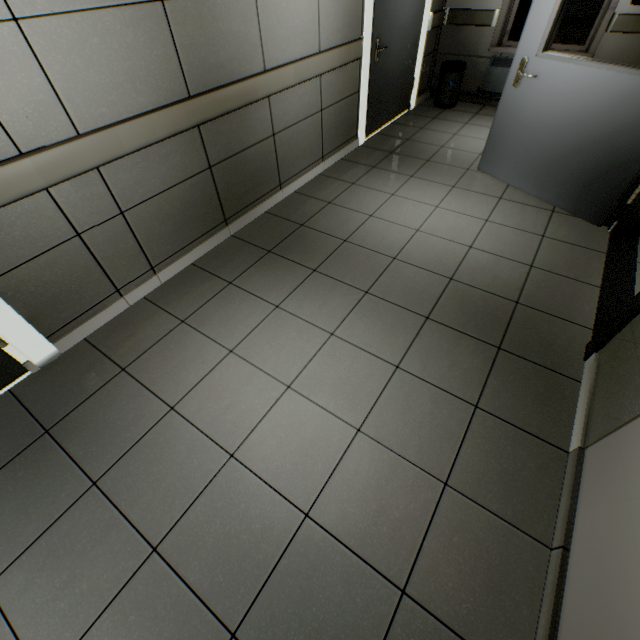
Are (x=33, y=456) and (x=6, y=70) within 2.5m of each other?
yes

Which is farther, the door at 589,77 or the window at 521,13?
the window at 521,13

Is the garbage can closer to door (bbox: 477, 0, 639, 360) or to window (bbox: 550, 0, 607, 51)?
window (bbox: 550, 0, 607, 51)

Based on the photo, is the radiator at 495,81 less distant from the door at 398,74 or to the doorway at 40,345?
the door at 398,74

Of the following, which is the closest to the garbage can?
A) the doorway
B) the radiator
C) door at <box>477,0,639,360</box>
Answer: the radiator

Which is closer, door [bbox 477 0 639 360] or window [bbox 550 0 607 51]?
door [bbox 477 0 639 360]

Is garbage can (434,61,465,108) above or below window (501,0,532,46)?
below

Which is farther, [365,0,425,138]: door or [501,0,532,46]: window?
[501,0,532,46]: window
